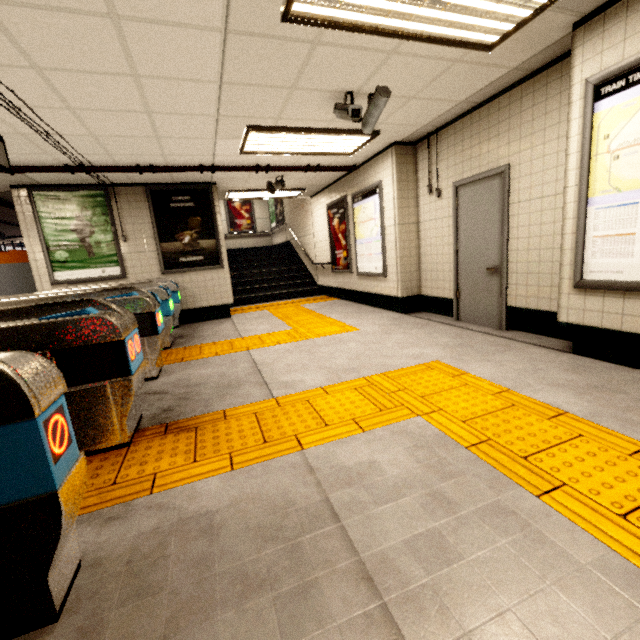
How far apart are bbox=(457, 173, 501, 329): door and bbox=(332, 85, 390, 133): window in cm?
164

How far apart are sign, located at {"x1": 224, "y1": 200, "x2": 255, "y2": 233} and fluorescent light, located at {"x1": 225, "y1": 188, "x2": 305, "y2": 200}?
6.43m

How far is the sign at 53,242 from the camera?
6.0 meters

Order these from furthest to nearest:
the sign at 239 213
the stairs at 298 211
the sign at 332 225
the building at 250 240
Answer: the sign at 239 213 → the building at 250 240 → the stairs at 298 211 → the sign at 332 225

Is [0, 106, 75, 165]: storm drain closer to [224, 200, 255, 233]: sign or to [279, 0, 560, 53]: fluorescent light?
[279, 0, 560, 53]: fluorescent light

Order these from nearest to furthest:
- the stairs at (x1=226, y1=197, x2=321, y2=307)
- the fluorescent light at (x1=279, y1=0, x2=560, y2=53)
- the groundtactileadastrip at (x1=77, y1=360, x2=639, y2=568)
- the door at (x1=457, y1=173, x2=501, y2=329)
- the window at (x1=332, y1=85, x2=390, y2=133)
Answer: the groundtactileadastrip at (x1=77, y1=360, x2=639, y2=568)
the fluorescent light at (x1=279, y1=0, x2=560, y2=53)
the window at (x1=332, y1=85, x2=390, y2=133)
the door at (x1=457, y1=173, x2=501, y2=329)
the stairs at (x1=226, y1=197, x2=321, y2=307)

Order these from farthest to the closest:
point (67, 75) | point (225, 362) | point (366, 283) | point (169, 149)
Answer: point (366, 283)
point (169, 149)
point (225, 362)
point (67, 75)

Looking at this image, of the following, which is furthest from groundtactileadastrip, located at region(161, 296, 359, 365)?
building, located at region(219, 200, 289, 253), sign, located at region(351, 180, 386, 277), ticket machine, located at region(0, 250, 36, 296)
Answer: building, located at region(219, 200, 289, 253)
